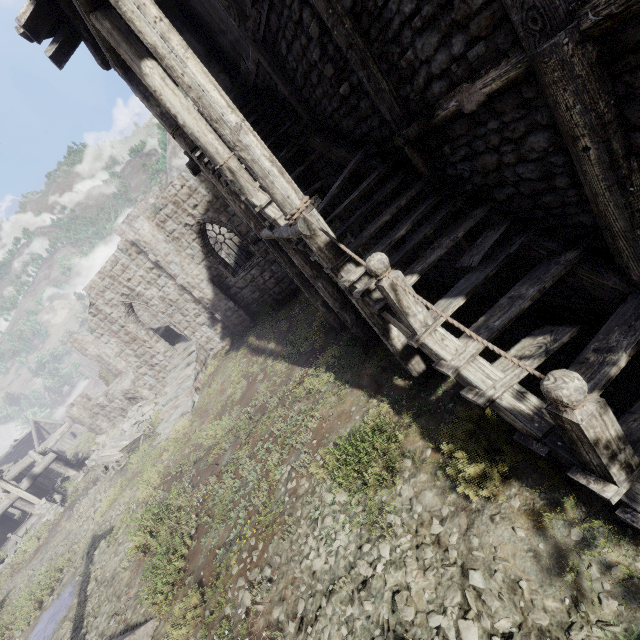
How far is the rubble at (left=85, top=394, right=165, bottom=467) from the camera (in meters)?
19.56

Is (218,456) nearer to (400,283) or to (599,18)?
(400,283)

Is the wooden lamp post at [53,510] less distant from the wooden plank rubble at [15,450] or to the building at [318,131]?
the building at [318,131]

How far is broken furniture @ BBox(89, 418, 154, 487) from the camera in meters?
16.7 m

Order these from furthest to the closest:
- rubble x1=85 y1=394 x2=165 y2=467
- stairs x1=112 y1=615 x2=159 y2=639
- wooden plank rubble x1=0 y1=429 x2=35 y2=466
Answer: wooden plank rubble x1=0 y1=429 x2=35 y2=466 → rubble x1=85 y1=394 x2=165 y2=467 → stairs x1=112 y1=615 x2=159 y2=639

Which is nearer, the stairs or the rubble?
the stairs

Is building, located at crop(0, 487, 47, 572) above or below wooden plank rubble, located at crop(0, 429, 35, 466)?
below

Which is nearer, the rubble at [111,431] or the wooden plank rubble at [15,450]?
the rubble at [111,431]
